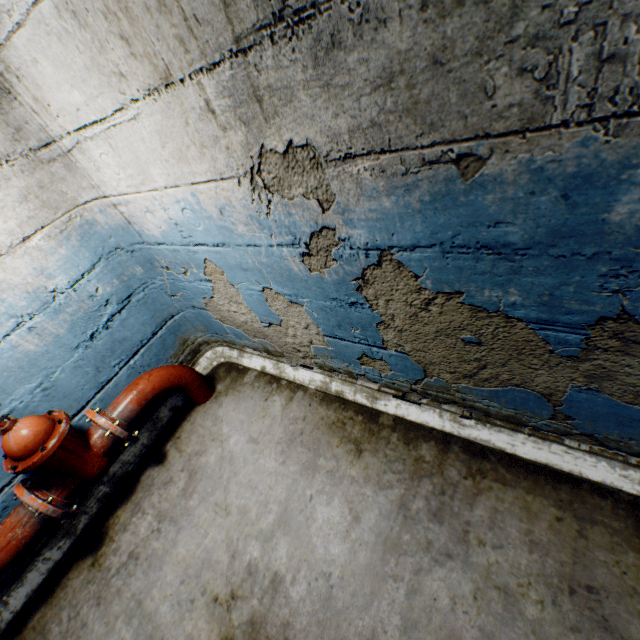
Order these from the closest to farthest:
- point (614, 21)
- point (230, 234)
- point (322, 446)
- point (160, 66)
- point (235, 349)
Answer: point (614, 21), point (160, 66), point (230, 234), point (322, 446), point (235, 349)

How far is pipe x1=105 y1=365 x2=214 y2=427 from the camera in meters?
2.2 m

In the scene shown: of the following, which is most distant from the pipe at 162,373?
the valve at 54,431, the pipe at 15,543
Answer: the pipe at 15,543

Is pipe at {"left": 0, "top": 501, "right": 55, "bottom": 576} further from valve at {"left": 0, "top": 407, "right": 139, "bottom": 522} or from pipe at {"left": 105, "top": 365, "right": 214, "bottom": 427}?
pipe at {"left": 105, "top": 365, "right": 214, "bottom": 427}

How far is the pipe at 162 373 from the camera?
2.2m

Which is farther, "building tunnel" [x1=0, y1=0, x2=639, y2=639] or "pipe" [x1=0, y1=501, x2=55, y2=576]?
"pipe" [x1=0, y1=501, x2=55, y2=576]

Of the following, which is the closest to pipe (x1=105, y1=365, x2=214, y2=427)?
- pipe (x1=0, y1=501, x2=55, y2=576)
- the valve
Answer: the valve
